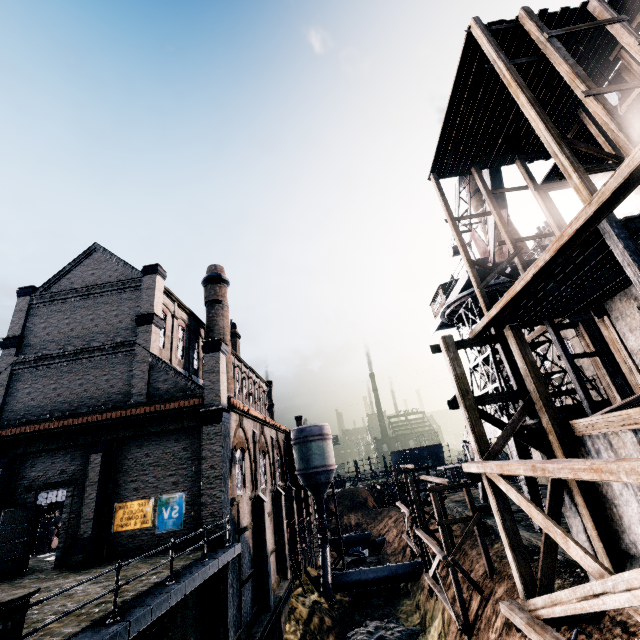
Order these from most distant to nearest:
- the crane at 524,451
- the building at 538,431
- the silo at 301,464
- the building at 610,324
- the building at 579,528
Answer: the silo at 301,464 → the crane at 524,451 → the building at 538,431 → the building at 579,528 → the building at 610,324

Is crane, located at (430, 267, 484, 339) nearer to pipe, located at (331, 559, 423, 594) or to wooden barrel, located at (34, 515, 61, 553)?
pipe, located at (331, 559, 423, 594)

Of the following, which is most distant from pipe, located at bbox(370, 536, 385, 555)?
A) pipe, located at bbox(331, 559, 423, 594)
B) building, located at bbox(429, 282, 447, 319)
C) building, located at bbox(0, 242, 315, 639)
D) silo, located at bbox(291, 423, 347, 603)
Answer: building, located at bbox(429, 282, 447, 319)

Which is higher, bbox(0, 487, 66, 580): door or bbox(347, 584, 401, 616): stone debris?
bbox(0, 487, 66, 580): door

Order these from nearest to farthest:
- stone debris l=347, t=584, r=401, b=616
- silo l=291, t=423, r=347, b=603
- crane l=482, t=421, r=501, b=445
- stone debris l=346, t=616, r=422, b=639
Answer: crane l=482, t=421, r=501, b=445
stone debris l=346, t=616, r=422, b=639
stone debris l=347, t=584, r=401, b=616
silo l=291, t=423, r=347, b=603

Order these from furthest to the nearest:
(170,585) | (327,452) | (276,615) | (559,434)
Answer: (327,452) → (276,615) → (559,434) → (170,585)

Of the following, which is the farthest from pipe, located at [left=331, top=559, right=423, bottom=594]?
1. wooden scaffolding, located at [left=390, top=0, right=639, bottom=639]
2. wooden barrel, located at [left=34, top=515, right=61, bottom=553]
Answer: wooden scaffolding, located at [left=390, top=0, right=639, bottom=639]

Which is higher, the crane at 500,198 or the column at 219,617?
the crane at 500,198
